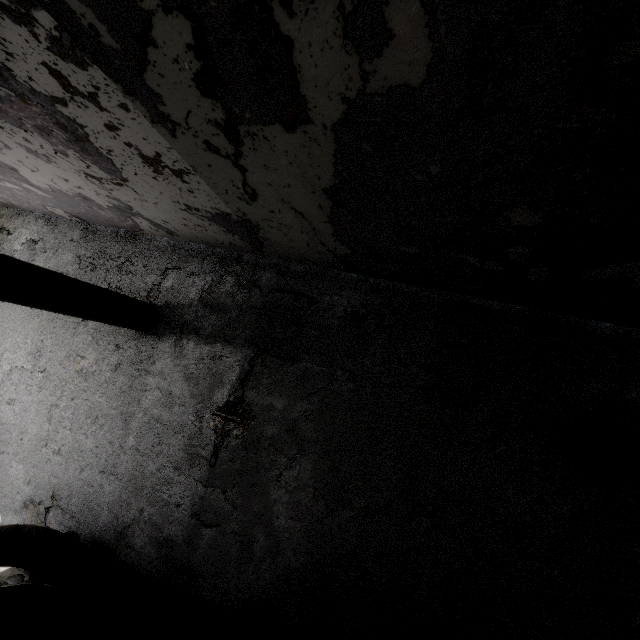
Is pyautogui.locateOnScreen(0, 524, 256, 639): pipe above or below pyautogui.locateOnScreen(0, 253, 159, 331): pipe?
below

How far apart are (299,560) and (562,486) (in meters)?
4.00

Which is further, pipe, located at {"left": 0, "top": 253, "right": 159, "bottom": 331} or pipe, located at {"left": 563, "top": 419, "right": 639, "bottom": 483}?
pipe, located at {"left": 0, "top": 253, "right": 159, "bottom": 331}

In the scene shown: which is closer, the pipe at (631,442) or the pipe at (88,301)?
the pipe at (631,442)
